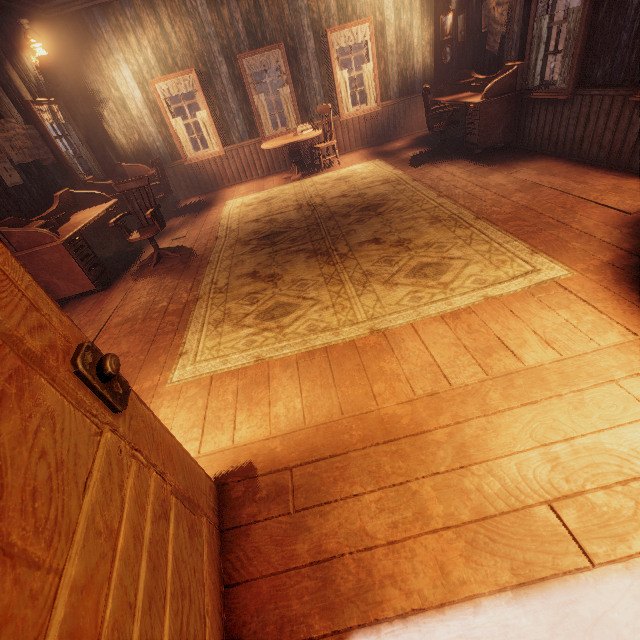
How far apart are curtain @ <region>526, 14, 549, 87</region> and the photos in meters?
2.5

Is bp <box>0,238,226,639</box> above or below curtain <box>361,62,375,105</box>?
below

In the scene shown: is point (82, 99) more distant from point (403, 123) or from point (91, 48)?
point (403, 123)

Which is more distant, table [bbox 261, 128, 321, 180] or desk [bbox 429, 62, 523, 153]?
table [bbox 261, 128, 321, 180]

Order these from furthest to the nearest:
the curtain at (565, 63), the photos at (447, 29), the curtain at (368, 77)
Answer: the curtain at (368, 77) < the photos at (447, 29) < the curtain at (565, 63)

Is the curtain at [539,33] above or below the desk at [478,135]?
above

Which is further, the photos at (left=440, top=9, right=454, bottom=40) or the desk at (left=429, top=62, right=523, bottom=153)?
the photos at (left=440, top=9, right=454, bottom=40)

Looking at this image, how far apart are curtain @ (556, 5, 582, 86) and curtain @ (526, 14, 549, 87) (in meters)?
0.37
